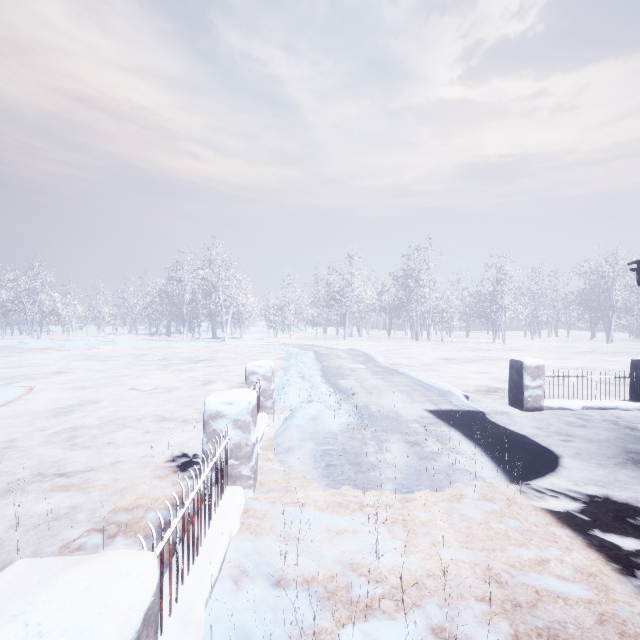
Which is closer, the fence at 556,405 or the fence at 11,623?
the fence at 11,623

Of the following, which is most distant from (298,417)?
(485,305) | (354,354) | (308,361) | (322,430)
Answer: (485,305)

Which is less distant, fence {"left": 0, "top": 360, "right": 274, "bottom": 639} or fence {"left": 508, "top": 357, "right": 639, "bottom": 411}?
fence {"left": 0, "top": 360, "right": 274, "bottom": 639}
